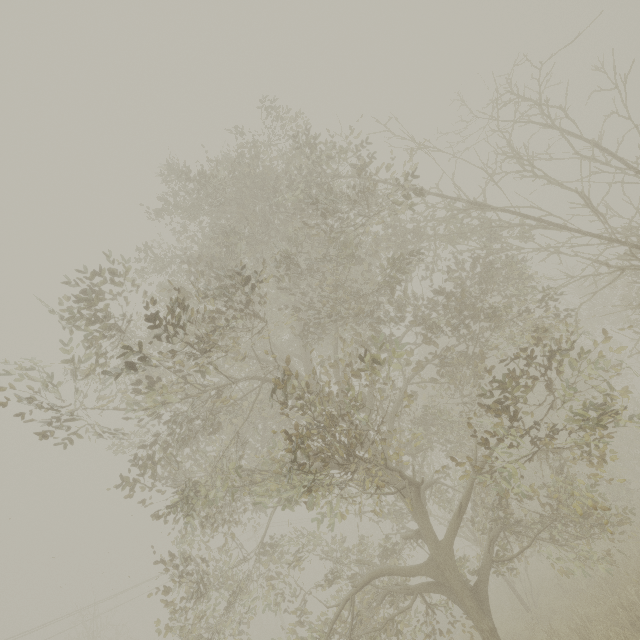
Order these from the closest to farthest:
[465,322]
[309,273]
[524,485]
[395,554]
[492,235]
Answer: [524,485]
[309,273]
[492,235]
[395,554]
[465,322]
